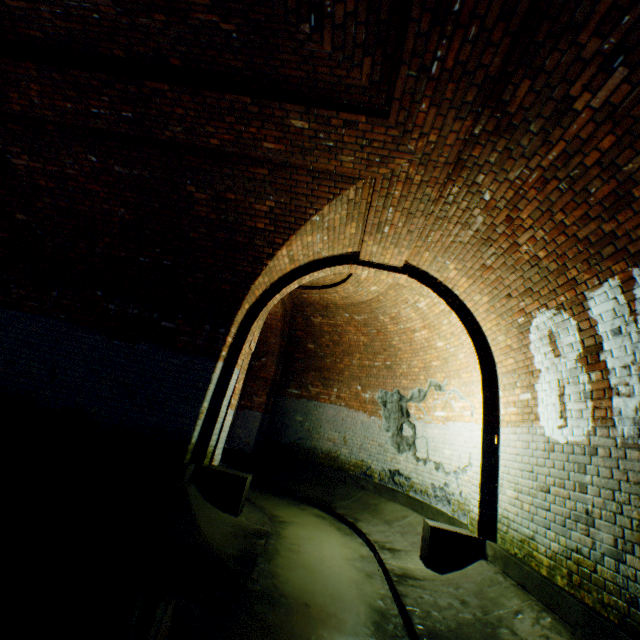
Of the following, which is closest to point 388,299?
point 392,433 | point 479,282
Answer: point 479,282

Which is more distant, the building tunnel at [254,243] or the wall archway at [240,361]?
the wall archway at [240,361]

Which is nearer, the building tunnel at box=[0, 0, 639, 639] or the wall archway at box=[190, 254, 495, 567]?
the building tunnel at box=[0, 0, 639, 639]

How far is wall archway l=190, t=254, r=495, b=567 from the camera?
4.7 meters

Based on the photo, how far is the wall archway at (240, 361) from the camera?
4.7m
